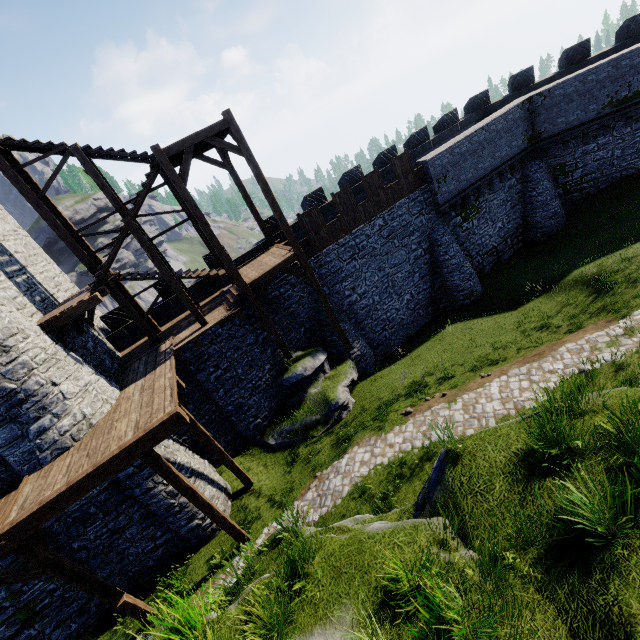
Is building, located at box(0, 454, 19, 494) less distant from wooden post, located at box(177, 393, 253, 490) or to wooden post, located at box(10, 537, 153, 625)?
wooden post, located at box(10, 537, 153, 625)

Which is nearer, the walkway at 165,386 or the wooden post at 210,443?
the walkway at 165,386

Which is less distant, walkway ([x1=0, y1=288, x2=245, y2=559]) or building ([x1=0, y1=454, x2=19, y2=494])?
walkway ([x1=0, y1=288, x2=245, y2=559])

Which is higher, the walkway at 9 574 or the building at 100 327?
the building at 100 327

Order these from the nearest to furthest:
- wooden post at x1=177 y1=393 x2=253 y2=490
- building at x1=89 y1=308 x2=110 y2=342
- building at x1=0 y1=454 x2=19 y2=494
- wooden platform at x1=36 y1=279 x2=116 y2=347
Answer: building at x1=0 y1=454 x2=19 y2=494
wooden platform at x1=36 y1=279 x2=116 y2=347
wooden post at x1=177 y1=393 x2=253 y2=490
building at x1=89 y1=308 x2=110 y2=342

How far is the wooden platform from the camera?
10.8m

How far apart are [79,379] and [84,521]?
4.90m

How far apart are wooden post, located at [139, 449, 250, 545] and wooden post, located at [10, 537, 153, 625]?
3.23m
